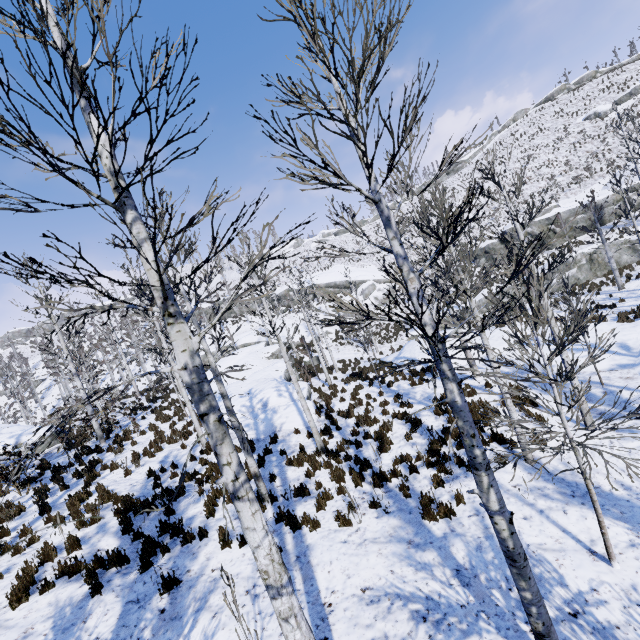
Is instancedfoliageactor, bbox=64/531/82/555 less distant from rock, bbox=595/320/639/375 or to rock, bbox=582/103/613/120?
rock, bbox=595/320/639/375

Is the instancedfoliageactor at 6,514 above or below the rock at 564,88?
below

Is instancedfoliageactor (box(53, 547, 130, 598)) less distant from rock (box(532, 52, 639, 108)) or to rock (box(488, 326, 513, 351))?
rock (box(488, 326, 513, 351))

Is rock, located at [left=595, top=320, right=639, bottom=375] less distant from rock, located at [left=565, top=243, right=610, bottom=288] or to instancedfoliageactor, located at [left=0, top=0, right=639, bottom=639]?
instancedfoliageactor, located at [left=0, top=0, right=639, bottom=639]

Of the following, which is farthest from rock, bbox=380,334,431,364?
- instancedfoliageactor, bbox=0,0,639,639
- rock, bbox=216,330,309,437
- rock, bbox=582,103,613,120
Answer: rock, bbox=582,103,613,120

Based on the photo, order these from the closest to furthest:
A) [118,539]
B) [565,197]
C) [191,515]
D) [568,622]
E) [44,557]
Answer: [568,622], [44,557], [118,539], [191,515], [565,197]

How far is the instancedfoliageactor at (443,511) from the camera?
6.9 meters

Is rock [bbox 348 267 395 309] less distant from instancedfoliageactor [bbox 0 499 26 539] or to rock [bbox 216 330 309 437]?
rock [bbox 216 330 309 437]
